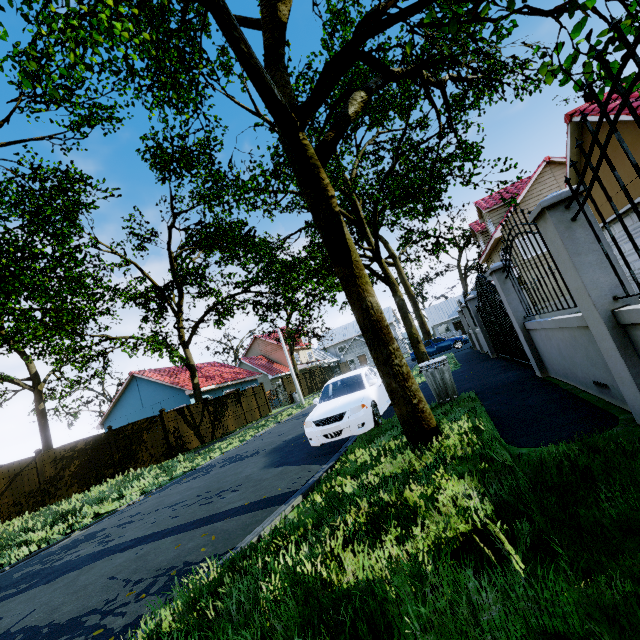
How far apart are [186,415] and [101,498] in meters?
7.5 m

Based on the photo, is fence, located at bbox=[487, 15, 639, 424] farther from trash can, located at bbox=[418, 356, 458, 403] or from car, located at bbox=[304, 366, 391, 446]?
car, located at bbox=[304, 366, 391, 446]

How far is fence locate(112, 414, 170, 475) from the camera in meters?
15.9 m

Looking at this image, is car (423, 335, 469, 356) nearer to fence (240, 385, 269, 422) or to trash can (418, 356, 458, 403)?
fence (240, 385, 269, 422)

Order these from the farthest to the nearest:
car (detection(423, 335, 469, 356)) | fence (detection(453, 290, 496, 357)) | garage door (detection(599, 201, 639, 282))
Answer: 1. car (detection(423, 335, 469, 356))
2. fence (detection(453, 290, 496, 357))
3. garage door (detection(599, 201, 639, 282))

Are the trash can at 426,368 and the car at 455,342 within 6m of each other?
no

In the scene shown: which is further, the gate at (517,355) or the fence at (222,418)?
the fence at (222,418)

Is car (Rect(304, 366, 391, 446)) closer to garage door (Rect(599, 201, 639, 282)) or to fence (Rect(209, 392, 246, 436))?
fence (Rect(209, 392, 246, 436))
